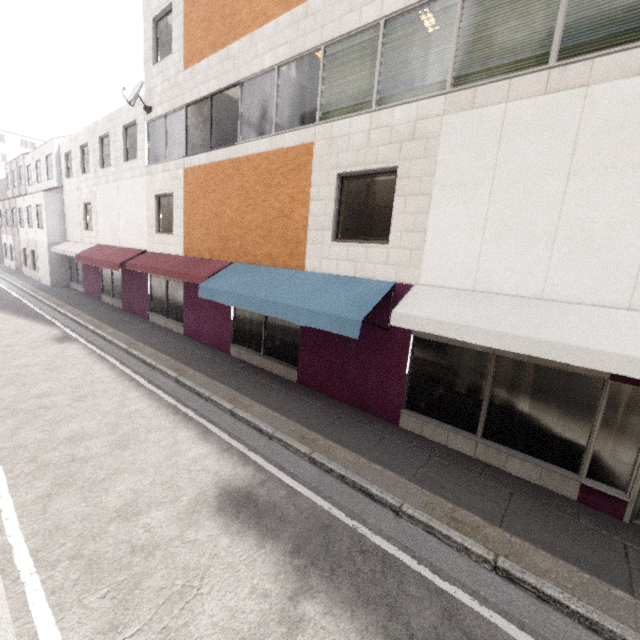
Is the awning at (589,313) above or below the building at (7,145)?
below

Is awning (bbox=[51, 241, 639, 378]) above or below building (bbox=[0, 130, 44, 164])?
below

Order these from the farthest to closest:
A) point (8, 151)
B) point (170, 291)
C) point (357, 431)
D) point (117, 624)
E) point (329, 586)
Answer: point (8, 151)
point (170, 291)
point (357, 431)
point (329, 586)
point (117, 624)

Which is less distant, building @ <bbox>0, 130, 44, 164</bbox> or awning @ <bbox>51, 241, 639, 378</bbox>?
awning @ <bbox>51, 241, 639, 378</bbox>

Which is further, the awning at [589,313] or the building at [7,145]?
the building at [7,145]
